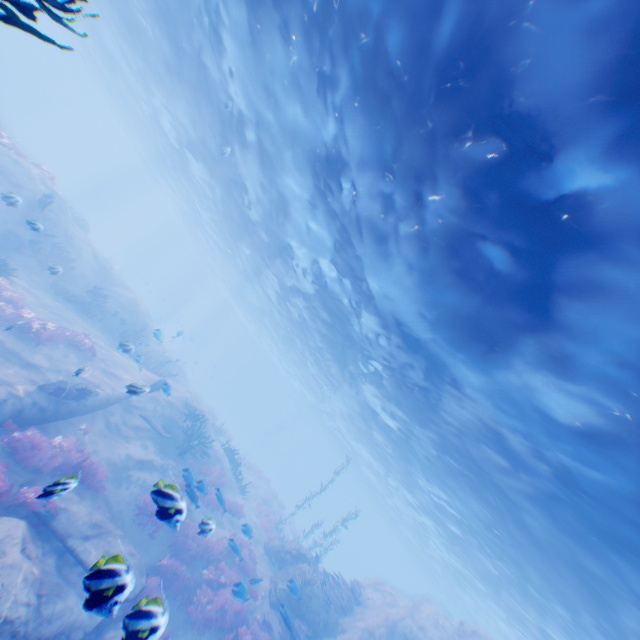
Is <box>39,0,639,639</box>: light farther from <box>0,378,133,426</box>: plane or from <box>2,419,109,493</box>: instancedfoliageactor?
<box>2,419,109,493</box>: instancedfoliageactor

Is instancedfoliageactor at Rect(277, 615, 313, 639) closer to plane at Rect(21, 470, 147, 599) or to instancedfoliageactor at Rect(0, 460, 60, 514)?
plane at Rect(21, 470, 147, 599)

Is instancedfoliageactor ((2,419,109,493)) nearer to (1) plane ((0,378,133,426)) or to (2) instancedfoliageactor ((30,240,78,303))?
(1) plane ((0,378,133,426))

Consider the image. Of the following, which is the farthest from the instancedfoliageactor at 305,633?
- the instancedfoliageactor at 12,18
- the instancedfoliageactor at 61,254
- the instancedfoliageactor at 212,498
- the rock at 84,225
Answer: the rock at 84,225

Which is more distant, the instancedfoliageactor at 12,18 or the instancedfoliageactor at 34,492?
the instancedfoliageactor at 34,492

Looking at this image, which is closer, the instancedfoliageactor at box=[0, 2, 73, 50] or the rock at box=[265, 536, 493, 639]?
the instancedfoliageactor at box=[0, 2, 73, 50]

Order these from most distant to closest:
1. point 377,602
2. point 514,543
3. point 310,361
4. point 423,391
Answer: point 310,361 < point 377,602 < point 514,543 < point 423,391

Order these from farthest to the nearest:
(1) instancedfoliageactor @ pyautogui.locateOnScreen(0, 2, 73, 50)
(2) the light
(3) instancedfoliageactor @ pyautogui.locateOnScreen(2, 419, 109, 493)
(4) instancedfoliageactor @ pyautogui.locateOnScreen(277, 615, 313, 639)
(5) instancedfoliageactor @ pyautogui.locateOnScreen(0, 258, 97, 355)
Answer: (5) instancedfoliageactor @ pyautogui.locateOnScreen(0, 258, 97, 355) → (4) instancedfoliageactor @ pyautogui.locateOnScreen(277, 615, 313, 639) → (3) instancedfoliageactor @ pyautogui.locateOnScreen(2, 419, 109, 493) → (2) the light → (1) instancedfoliageactor @ pyautogui.locateOnScreen(0, 2, 73, 50)
